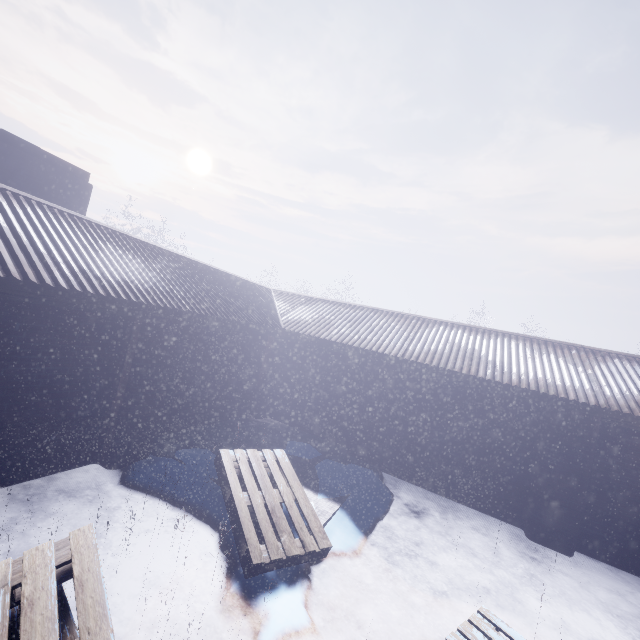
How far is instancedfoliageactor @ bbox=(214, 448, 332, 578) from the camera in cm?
322

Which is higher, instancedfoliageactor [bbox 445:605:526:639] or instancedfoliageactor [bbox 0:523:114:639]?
instancedfoliageactor [bbox 0:523:114:639]

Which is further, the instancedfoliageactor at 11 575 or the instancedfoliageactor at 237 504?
the instancedfoliageactor at 237 504

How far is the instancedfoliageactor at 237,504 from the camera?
3.22m

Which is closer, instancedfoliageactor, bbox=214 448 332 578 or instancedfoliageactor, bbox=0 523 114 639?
instancedfoliageactor, bbox=0 523 114 639

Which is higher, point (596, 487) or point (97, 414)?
point (596, 487)
